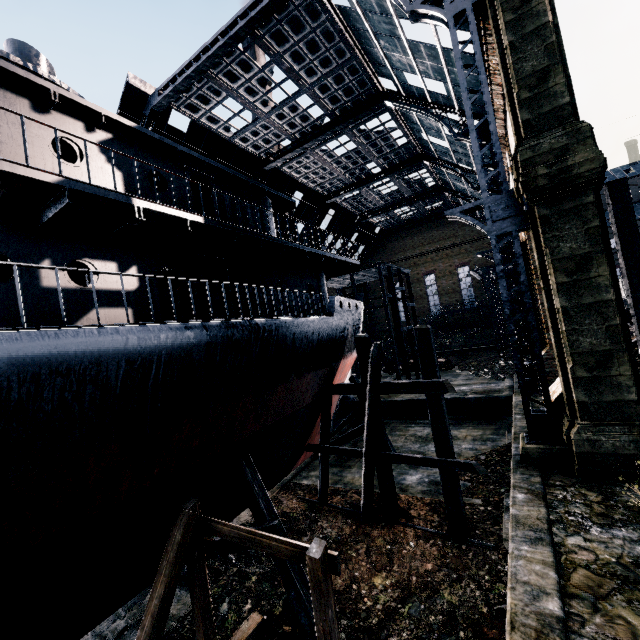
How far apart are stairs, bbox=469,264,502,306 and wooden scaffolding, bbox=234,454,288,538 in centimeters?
3853cm

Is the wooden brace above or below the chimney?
below

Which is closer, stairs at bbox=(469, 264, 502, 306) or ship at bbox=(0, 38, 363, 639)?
ship at bbox=(0, 38, 363, 639)

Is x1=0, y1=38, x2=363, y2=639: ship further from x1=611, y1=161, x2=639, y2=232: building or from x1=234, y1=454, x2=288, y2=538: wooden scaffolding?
x1=611, y1=161, x2=639, y2=232: building

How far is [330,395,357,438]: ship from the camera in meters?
18.0

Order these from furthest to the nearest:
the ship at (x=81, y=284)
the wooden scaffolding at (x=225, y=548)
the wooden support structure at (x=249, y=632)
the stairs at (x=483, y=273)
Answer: the stairs at (x=483, y=273), the wooden scaffolding at (x=225, y=548), the wooden support structure at (x=249, y=632), the ship at (x=81, y=284)

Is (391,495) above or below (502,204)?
below

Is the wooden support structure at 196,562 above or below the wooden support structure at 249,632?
above
